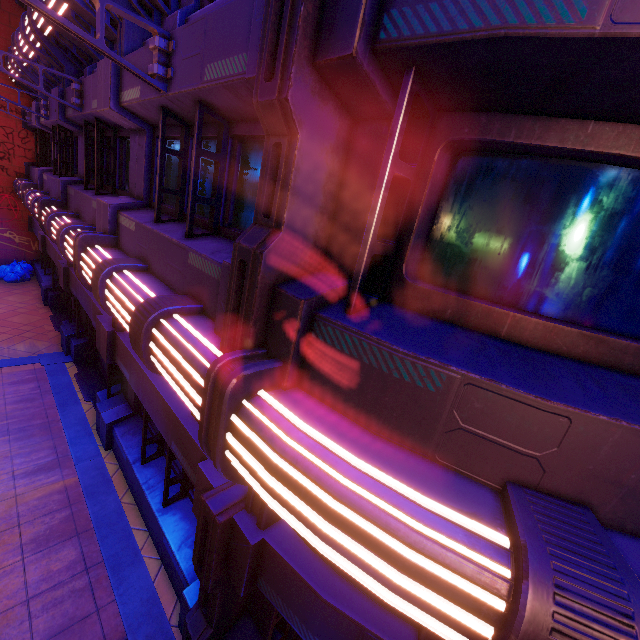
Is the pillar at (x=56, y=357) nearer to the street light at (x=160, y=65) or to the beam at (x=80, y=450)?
the beam at (x=80, y=450)

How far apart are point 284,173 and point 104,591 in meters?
6.6

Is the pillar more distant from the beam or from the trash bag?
the trash bag

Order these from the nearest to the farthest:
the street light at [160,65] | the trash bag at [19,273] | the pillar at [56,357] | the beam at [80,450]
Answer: the street light at [160,65]
the beam at [80,450]
the pillar at [56,357]
the trash bag at [19,273]

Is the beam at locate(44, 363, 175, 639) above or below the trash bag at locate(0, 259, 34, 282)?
below

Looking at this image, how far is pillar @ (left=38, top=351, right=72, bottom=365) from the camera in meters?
9.9

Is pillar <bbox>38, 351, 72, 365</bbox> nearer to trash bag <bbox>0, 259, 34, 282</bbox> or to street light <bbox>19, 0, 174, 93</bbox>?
trash bag <bbox>0, 259, 34, 282</bbox>

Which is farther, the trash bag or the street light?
the trash bag
